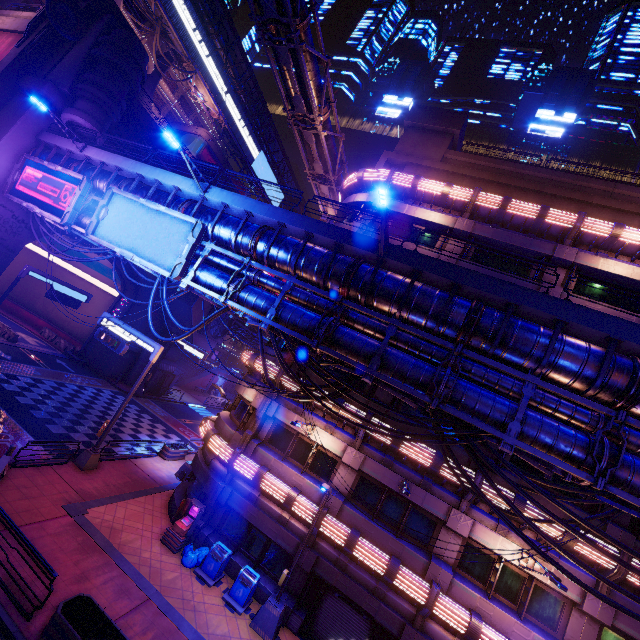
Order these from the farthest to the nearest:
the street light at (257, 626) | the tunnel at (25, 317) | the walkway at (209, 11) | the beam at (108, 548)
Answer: the walkway at (209, 11) → the tunnel at (25, 317) → the street light at (257, 626) → the beam at (108, 548)

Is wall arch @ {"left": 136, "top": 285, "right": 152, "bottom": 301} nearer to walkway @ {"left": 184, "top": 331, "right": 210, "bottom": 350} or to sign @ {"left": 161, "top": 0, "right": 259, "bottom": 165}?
walkway @ {"left": 184, "top": 331, "right": 210, "bottom": 350}

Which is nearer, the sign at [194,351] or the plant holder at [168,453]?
the plant holder at [168,453]

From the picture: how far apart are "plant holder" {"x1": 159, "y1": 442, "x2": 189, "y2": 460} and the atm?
8.2m

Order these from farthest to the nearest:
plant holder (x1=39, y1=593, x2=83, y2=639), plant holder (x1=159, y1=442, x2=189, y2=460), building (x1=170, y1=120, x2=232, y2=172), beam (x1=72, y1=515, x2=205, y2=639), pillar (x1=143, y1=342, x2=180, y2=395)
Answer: building (x1=170, y1=120, x2=232, y2=172), pillar (x1=143, y1=342, x2=180, y2=395), plant holder (x1=159, y1=442, x2=189, y2=460), beam (x1=72, y1=515, x2=205, y2=639), plant holder (x1=39, y1=593, x2=83, y2=639)

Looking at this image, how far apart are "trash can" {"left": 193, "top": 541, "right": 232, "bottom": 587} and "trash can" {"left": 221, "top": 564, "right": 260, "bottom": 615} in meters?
0.3 m

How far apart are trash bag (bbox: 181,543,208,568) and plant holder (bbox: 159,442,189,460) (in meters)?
9.11

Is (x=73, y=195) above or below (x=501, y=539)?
above
